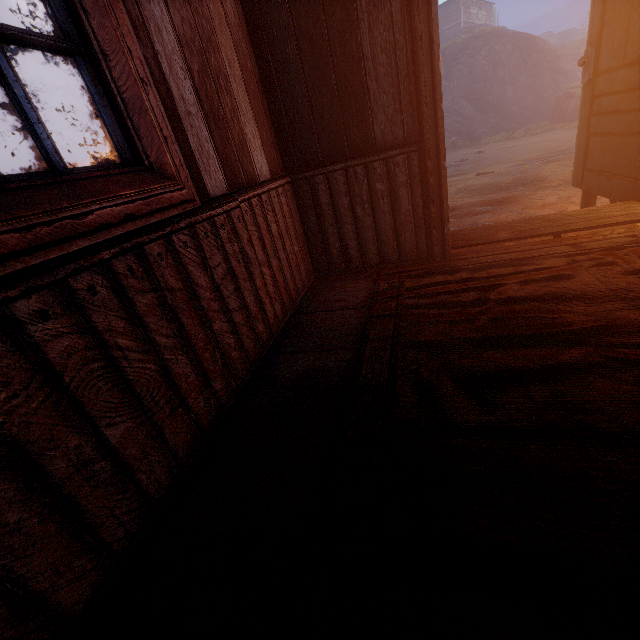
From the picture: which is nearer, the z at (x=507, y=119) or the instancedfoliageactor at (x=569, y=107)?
the z at (x=507, y=119)

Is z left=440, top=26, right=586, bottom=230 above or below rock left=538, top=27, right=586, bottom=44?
below

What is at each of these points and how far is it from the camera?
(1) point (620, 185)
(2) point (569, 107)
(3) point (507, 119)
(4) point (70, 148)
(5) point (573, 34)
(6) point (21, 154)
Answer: (1) bp, 2.65m
(2) instancedfoliageactor, 19.84m
(3) z, 25.66m
(4) z, 23.66m
(5) rock, 52.59m
(6) z, 23.00m

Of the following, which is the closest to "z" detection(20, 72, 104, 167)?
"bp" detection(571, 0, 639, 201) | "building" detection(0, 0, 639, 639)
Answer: "building" detection(0, 0, 639, 639)

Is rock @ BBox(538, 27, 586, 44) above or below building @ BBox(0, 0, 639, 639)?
above

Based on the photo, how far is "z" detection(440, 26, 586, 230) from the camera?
7.0 meters

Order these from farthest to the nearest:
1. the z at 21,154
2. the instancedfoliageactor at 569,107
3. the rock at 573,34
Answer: the rock at 573,34 < the z at 21,154 < the instancedfoliageactor at 569,107
